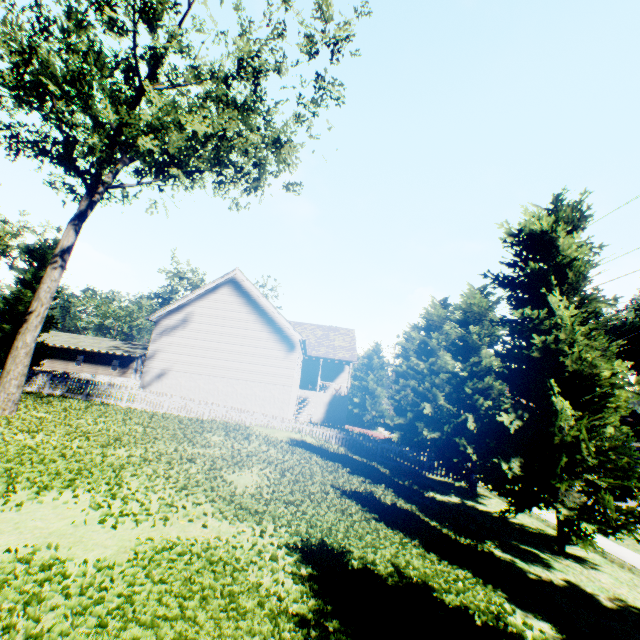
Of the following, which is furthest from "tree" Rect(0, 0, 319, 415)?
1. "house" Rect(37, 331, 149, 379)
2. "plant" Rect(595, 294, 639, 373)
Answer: "plant" Rect(595, 294, 639, 373)

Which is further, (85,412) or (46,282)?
(85,412)

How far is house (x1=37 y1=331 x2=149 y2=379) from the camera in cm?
4416

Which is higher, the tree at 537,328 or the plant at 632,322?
the plant at 632,322

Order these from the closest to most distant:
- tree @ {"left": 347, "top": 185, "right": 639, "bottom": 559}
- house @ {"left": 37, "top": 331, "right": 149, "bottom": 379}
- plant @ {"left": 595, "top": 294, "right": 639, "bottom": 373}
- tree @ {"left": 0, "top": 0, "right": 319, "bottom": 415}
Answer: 1. tree @ {"left": 347, "top": 185, "right": 639, "bottom": 559}
2. tree @ {"left": 0, "top": 0, "right": 319, "bottom": 415}
3. plant @ {"left": 595, "top": 294, "right": 639, "bottom": 373}
4. house @ {"left": 37, "top": 331, "right": 149, "bottom": 379}

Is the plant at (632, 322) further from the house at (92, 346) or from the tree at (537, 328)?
the house at (92, 346)
